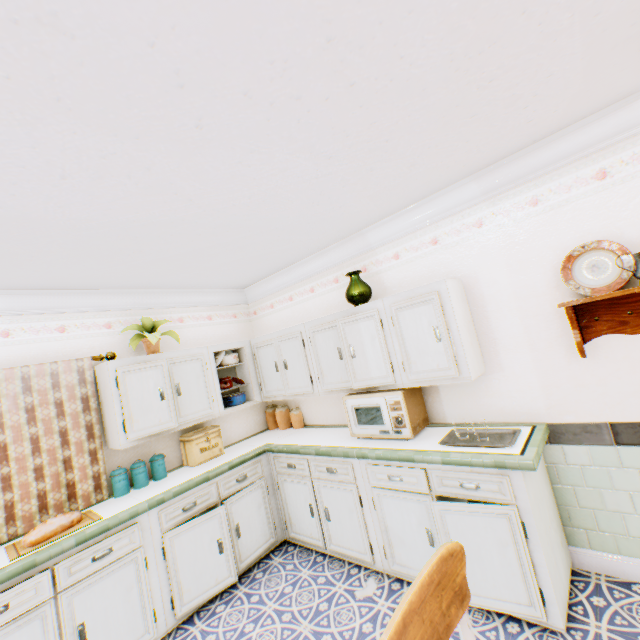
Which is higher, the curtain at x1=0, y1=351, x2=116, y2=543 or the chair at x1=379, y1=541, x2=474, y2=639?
the curtain at x1=0, y1=351, x2=116, y2=543

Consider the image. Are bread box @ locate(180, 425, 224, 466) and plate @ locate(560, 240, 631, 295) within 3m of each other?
no

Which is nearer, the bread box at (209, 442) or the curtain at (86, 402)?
the curtain at (86, 402)

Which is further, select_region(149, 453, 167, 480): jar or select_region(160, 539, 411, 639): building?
select_region(149, 453, 167, 480): jar

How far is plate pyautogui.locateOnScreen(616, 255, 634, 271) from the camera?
2.1 meters

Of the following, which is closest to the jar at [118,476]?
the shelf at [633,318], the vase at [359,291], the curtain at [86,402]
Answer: the curtain at [86,402]

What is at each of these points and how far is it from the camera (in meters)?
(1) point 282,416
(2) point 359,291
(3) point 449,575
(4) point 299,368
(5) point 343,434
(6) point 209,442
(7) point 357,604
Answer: (1) jar, 4.35
(2) vase, 3.20
(3) chair, 1.15
(4) cabinet, 3.72
(5) cabinet, 3.49
(6) bread box, 3.69
(7) building, 2.60

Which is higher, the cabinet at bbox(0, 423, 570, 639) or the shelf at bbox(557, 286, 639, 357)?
the shelf at bbox(557, 286, 639, 357)
